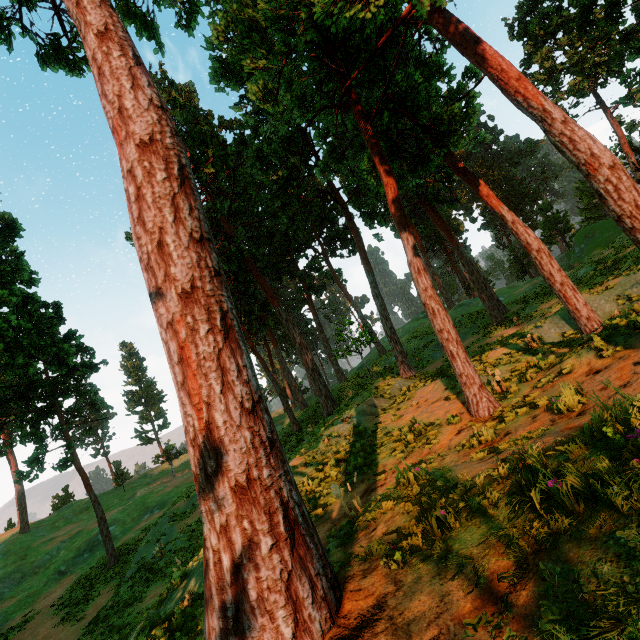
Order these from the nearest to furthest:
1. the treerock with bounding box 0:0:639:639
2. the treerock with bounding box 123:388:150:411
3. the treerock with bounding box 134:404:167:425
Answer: the treerock with bounding box 0:0:639:639, the treerock with bounding box 134:404:167:425, the treerock with bounding box 123:388:150:411

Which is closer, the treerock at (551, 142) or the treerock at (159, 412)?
the treerock at (551, 142)

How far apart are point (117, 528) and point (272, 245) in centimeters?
3456cm

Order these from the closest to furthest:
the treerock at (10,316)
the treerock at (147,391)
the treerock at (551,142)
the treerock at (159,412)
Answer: the treerock at (551,142), the treerock at (10,316), the treerock at (159,412), the treerock at (147,391)

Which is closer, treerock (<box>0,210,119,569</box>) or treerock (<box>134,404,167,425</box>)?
treerock (<box>0,210,119,569</box>)
